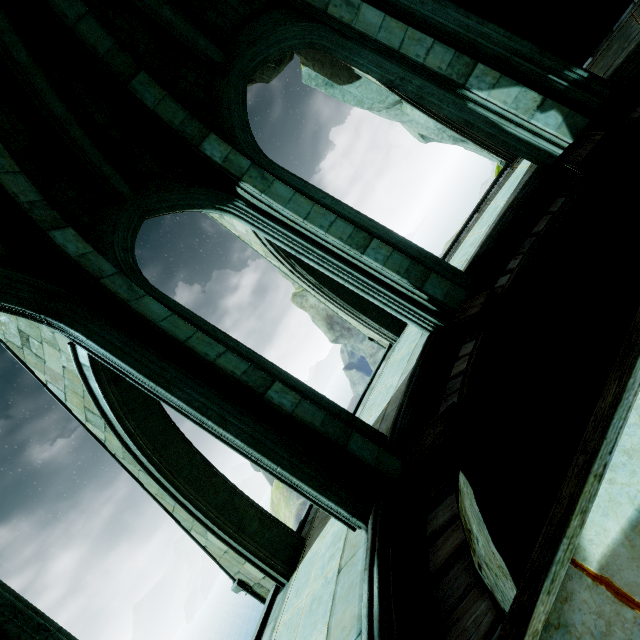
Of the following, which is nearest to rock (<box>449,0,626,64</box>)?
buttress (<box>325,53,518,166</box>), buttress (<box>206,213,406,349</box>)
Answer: buttress (<box>325,53,518,166</box>)

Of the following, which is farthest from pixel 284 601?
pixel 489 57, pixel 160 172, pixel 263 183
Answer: pixel 489 57

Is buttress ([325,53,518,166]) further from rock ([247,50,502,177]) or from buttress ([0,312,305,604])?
buttress ([0,312,305,604])

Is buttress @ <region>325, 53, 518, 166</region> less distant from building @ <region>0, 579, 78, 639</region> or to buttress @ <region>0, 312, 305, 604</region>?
building @ <region>0, 579, 78, 639</region>

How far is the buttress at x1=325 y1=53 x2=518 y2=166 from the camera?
7.8 meters

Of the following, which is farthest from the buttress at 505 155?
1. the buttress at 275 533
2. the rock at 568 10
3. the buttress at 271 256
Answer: the buttress at 275 533

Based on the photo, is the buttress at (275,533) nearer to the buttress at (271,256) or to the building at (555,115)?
the building at (555,115)

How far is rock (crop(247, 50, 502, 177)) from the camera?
8.3 meters
